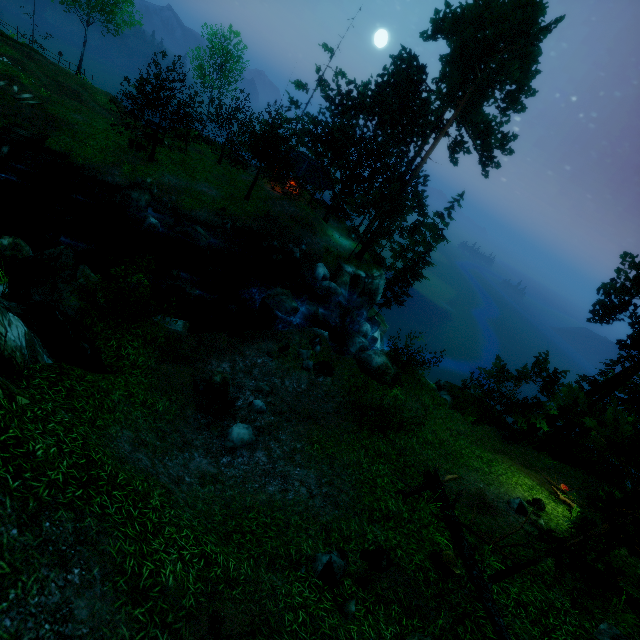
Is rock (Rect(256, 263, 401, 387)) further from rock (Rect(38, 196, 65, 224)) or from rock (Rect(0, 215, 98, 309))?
rock (Rect(38, 196, 65, 224))

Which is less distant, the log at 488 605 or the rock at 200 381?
the log at 488 605

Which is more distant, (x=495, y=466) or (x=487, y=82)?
(x=487, y=82)

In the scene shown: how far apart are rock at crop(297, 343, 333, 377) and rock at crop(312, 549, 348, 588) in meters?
7.0 m

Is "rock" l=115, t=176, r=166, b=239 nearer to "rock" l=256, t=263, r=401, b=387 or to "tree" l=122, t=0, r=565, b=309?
"tree" l=122, t=0, r=565, b=309

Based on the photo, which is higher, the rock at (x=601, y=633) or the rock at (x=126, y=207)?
the rock at (x=601, y=633)

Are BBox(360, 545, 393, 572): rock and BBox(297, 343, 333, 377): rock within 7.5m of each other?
yes

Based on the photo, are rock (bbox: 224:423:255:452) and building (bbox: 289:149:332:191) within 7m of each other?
no
